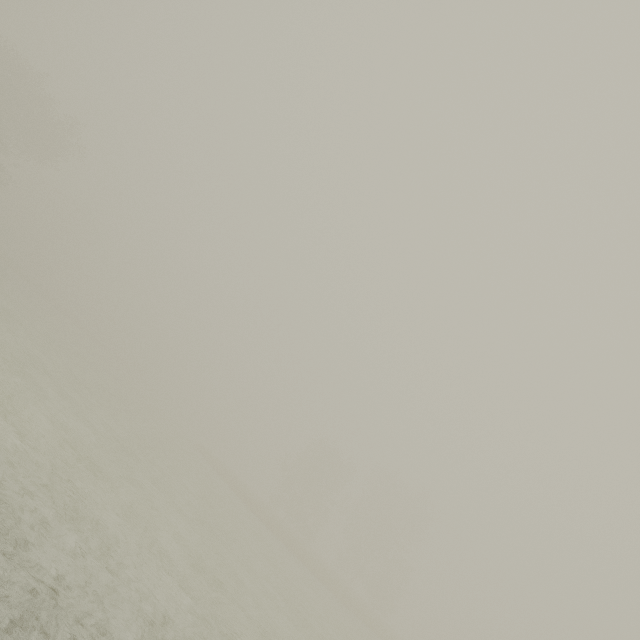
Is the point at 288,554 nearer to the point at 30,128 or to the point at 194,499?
the point at 194,499
